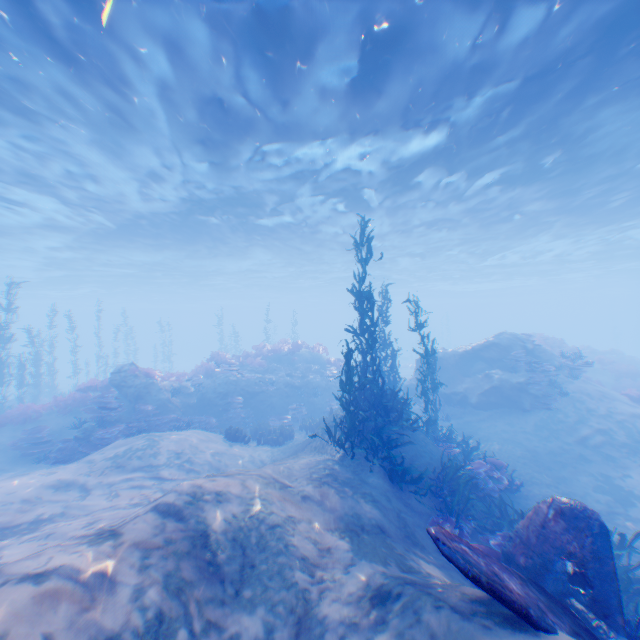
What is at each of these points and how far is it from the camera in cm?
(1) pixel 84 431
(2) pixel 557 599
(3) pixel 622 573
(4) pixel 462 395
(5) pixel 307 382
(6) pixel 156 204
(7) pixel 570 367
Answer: (1) rock, 1245
(2) plane, 449
(3) instancedfoliageactor, 705
(4) rock, 1716
(5) rock, 2044
(6) light, 1859
(7) instancedfoliageactor, 1747

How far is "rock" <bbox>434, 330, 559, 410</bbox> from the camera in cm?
1584

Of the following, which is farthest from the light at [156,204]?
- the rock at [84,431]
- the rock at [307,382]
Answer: the rock at [84,431]

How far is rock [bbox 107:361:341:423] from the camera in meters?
15.4

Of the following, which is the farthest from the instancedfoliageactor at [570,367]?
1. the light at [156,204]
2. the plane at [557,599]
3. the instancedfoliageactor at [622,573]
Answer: the plane at [557,599]

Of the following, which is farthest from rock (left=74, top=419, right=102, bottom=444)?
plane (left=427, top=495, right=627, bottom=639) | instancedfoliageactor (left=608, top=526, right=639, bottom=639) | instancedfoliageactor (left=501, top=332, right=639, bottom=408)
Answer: instancedfoliageactor (left=501, top=332, right=639, bottom=408)

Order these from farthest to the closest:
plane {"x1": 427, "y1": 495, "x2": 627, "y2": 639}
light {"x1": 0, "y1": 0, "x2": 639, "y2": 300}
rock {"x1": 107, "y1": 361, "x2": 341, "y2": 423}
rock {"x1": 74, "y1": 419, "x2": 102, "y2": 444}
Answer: rock {"x1": 107, "y1": 361, "x2": 341, "y2": 423}
rock {"x1": 74, "y1": 419, "x2": 102, "y2": 444}
light {"x1": 0, "y1": 0, "x2": 639, "y2": 300}
plane {"x1": 427, "y1": 495, "x2": 627, "y2": 639}

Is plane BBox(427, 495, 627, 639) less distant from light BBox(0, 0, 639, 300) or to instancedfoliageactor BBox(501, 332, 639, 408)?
light BBox(0, 0, 639, 300)
